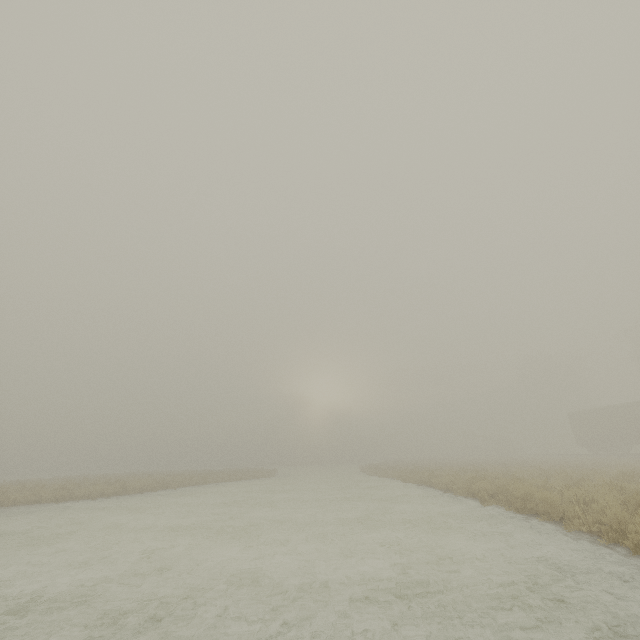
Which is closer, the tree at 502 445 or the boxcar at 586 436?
→ the boxcar at 586 436

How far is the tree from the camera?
57.1 meters

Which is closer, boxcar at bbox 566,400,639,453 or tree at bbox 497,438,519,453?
boxcar at bbox 566,400,639,453

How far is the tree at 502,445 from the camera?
57.1 meters

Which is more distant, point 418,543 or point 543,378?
point 543,378
